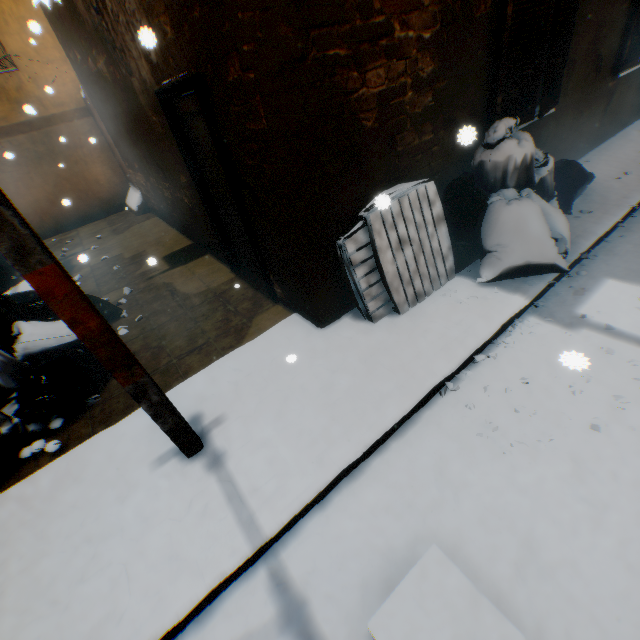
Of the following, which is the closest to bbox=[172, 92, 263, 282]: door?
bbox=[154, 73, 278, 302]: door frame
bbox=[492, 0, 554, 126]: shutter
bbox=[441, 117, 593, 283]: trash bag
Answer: bbox=[154, 73, 278, 302]: door frame

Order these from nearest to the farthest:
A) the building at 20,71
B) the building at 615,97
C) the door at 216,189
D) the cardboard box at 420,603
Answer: the cardboard box at 420,603, the building at 20,71, the door at 216,189, the building at 615,97

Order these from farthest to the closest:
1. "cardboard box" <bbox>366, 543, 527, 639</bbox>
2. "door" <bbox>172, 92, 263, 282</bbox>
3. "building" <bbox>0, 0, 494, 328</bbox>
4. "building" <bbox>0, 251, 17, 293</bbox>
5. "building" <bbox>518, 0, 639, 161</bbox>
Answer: "building" <bbox>0, 251, 17, 293</bbox> → "building" <bbox>518, 0, 639, 161</bbox> → "door" <bbox>172, 92, 263, 282</bbox> → "building" <bbox>0, 0, 494, 328</bbox> → "cardboard box" <bbox>366, 543, 527, 639</bbox>

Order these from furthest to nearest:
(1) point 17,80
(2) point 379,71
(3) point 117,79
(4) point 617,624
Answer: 1. (1) point 17,80
2. (3) point 117,79
3. (2) point 379,71
4. (4) point 617,624

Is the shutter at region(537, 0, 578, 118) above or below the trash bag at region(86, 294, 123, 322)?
above

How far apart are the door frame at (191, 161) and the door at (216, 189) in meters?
0.0 m

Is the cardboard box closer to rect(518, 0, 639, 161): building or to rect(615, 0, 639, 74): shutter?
rect(518, 0, 639, 161): building

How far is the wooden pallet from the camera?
3.3 meters
